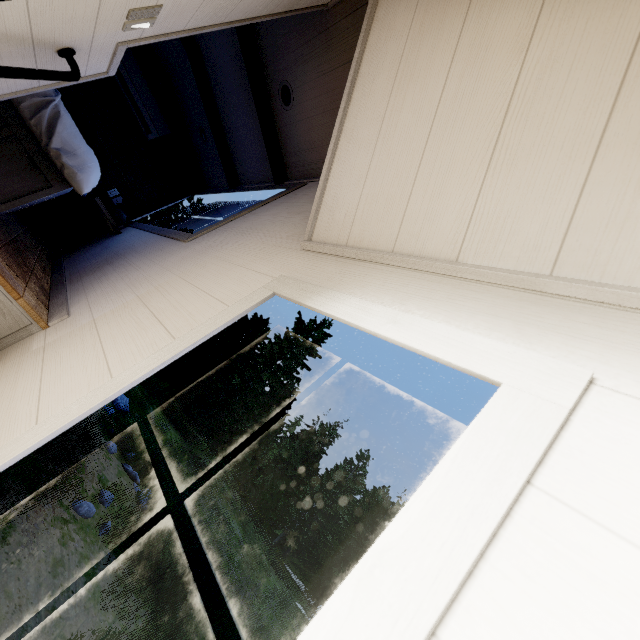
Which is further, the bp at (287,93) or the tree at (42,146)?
the bp at (287,93)

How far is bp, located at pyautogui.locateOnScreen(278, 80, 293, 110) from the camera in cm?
262

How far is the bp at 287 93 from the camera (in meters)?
2.62

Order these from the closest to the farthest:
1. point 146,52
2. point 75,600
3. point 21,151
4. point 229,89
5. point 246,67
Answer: point 21,151, point 246,67, point 229,89, point 146,52, point 75,600

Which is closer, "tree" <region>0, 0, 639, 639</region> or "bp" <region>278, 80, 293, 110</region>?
"tree" <region>0, 0, 639, 639</region>
